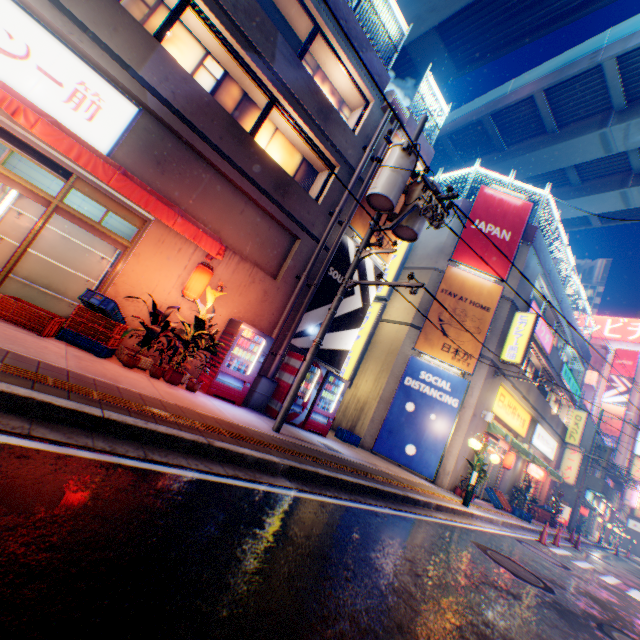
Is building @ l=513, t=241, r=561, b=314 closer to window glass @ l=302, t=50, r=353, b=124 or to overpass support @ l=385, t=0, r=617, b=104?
window glass @ l=302, t=50, r=353, b=124

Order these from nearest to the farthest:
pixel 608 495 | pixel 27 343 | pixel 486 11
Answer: pixel 27 343 → pixel 486 11 → pixel 608 495

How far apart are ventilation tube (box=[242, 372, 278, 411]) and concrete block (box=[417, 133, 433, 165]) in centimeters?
1074cm

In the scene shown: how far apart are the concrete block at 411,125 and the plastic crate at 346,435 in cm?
1068

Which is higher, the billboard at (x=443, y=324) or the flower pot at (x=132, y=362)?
the billboard at (x=443, y=324)

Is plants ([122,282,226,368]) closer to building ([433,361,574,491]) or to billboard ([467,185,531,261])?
building ([433,361,574,491])

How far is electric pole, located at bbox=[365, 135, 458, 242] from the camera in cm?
743

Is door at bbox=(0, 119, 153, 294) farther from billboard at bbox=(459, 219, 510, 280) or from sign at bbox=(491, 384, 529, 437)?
sign at bbox=(491, 384, 529, 437)
